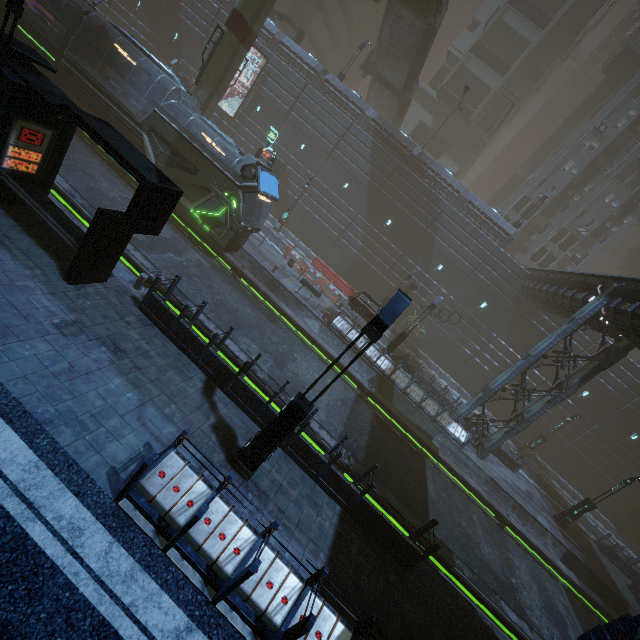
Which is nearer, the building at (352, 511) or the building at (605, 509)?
the building at (352, 511)

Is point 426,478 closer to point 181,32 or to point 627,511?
point 627,511

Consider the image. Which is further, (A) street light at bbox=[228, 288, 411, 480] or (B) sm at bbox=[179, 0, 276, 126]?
(B) sm at bbox=[179, 0, 276, 126]

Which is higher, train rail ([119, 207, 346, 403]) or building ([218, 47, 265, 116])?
building ([218, 47, 265, 116])

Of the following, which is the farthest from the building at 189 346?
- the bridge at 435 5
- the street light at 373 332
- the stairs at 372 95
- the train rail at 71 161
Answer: the bridge at 435 5

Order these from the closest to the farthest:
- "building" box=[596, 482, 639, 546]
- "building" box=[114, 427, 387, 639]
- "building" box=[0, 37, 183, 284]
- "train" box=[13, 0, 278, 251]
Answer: "building" box=[114, 427, 387, 639] < "building" box=[0, 37, 183, 284] < "train" box=[13, 0, 278, 251] < "building" box=[596, 482, 639, 546]

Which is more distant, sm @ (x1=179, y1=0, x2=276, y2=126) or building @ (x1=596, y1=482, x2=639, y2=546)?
building @ (x1=596, y1=482, x2=639, y2=546)

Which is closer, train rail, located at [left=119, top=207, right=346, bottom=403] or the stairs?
train rail, located at [left=119, top=207, right=346, bottom=403]
